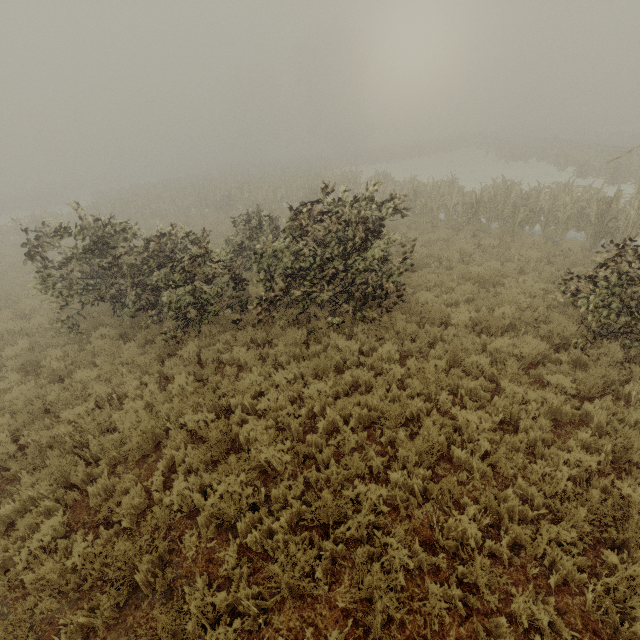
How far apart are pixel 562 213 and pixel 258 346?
12.4m
